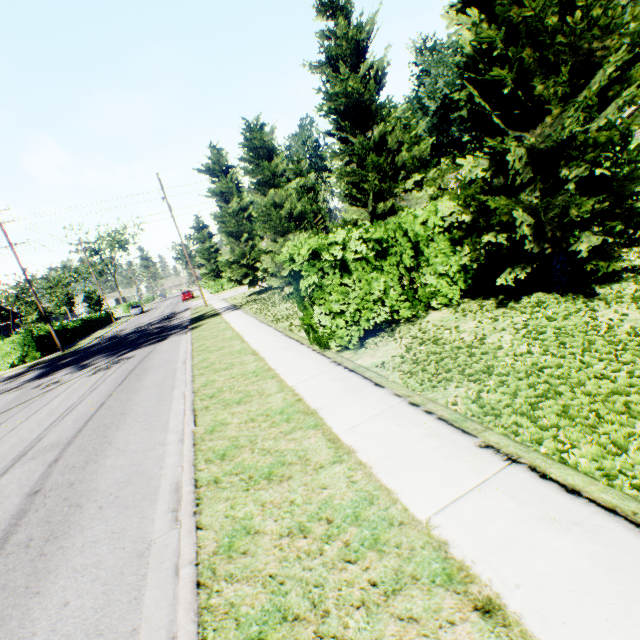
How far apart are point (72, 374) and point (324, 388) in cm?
1559

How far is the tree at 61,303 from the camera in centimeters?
Result: 4425cm

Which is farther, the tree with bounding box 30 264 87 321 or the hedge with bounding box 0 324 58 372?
the tree with bounding box 30 264 87 321

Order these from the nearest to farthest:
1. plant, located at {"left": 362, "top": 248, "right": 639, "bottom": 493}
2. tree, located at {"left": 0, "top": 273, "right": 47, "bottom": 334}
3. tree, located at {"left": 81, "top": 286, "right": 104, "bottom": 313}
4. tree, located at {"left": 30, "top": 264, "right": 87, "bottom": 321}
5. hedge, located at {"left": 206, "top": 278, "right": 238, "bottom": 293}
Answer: plant, located at {"left": 362, "top": 248, "right": 639, "bottom": 493} < tree, located at {"left": 0, "top": 273, "right": 47, "bottom": 334} < tree, located at {"left": 30, "top": 264, "right": 87, "bottom": 321} < hedge, located at {"left": 206, "top": 278, "right": 238, "bottom": 293} < tree, located at {"left": 81, "top": 286, "right": 104, "bottom": 313}

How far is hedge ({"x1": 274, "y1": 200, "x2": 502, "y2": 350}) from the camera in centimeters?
725cm

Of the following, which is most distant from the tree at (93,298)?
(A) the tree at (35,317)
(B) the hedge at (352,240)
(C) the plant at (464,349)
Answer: (C) the plant at (464,349)

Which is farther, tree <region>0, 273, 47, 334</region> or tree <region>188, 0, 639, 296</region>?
tree <region>0, 273, 47, 334</region>

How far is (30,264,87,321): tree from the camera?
44.2 meters
